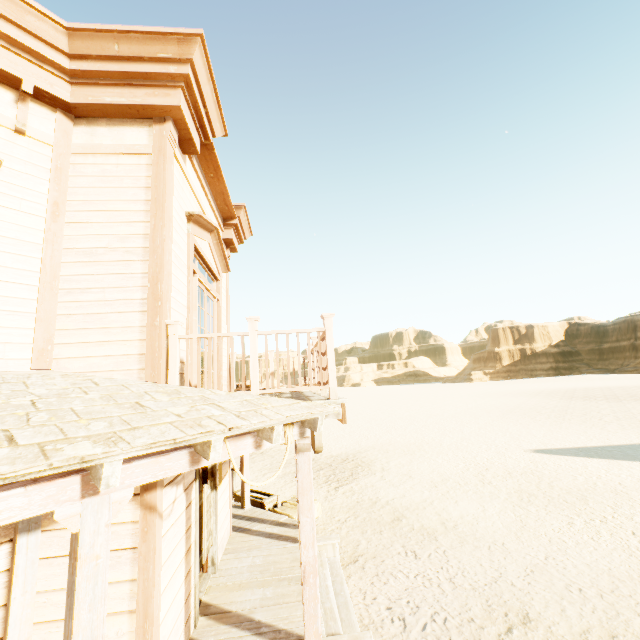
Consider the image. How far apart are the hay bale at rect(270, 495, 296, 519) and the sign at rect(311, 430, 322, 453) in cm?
291

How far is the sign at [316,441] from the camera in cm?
484

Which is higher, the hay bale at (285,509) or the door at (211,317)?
the door at (211,317)

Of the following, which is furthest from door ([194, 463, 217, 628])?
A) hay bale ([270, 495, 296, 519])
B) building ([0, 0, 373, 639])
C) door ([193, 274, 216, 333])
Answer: hay bale ([270, 495, 296, 519])

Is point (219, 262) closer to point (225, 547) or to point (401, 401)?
point (225, 547)

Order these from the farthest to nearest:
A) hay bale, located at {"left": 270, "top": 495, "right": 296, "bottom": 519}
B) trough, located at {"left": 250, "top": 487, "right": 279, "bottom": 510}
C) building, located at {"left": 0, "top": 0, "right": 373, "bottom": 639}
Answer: trough, located at {"left": 250, "top": 487, "right": 279, "bottom": 510}, hay bale, located at {"left": 270, "top": 495, "right": 296, "bottom": 519}, building, located at {"left": 0, "top": 0, "right": 373, "bottom": 639}

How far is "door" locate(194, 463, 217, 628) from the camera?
4.6 meters

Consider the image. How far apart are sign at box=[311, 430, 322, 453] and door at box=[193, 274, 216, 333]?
1.82m
